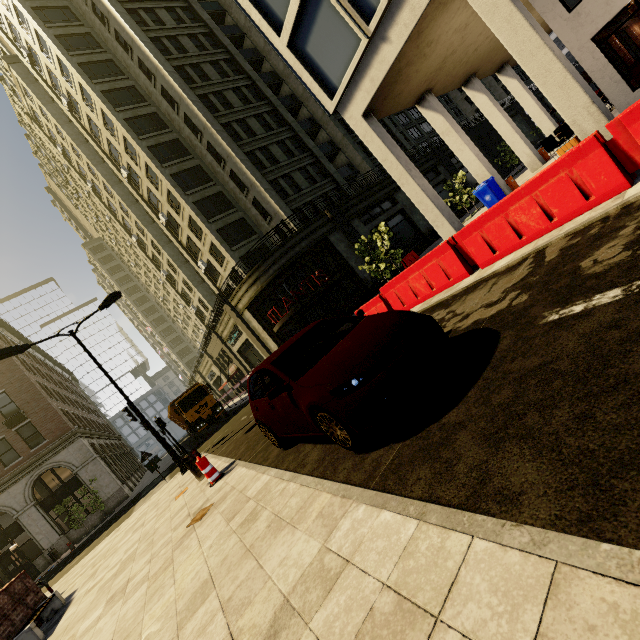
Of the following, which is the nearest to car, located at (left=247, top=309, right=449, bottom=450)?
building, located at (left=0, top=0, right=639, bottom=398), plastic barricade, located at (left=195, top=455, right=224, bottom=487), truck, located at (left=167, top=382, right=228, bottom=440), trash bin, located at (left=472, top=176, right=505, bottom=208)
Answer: plastic barricade, located at (left=195, top=455, right=224, bottom=487)

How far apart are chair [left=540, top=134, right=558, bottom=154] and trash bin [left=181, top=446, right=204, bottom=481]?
18.3m

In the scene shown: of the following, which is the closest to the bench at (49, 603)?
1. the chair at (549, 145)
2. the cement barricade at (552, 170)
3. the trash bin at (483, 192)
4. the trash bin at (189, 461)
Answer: the trash bin at (189, 461)

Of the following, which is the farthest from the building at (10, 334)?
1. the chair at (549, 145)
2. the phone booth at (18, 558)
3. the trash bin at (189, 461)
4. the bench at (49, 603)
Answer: the bench at (49, 603)

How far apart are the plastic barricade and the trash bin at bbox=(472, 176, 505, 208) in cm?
1440

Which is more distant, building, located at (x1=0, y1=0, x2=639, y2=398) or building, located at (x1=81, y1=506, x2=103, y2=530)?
building, located at (x1=81, y1=506, x2=103, y2=530)

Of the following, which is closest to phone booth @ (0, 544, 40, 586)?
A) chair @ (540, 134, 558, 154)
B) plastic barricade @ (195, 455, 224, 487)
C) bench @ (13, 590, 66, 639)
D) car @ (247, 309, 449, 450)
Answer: bench @ (13, 590, 66, 639)

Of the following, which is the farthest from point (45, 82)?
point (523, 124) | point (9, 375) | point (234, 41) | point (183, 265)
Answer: point (523, 124)
